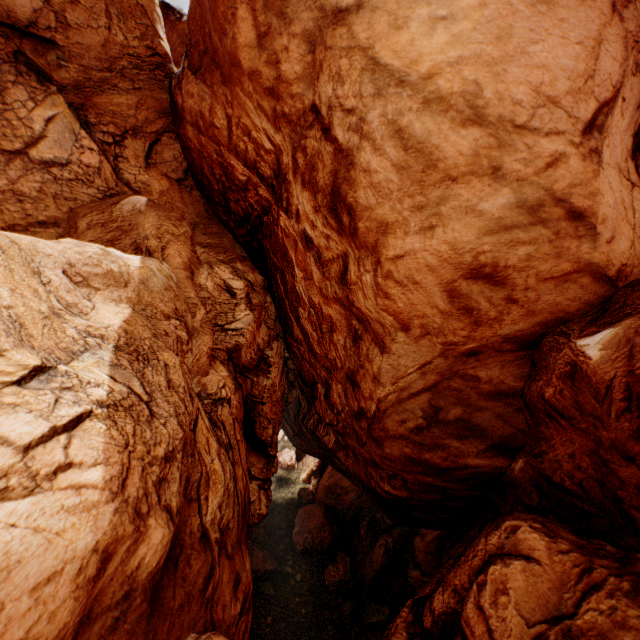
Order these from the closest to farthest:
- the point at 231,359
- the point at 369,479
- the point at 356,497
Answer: the point at 231,359 < the point at 369,479 < the point at 356,497
